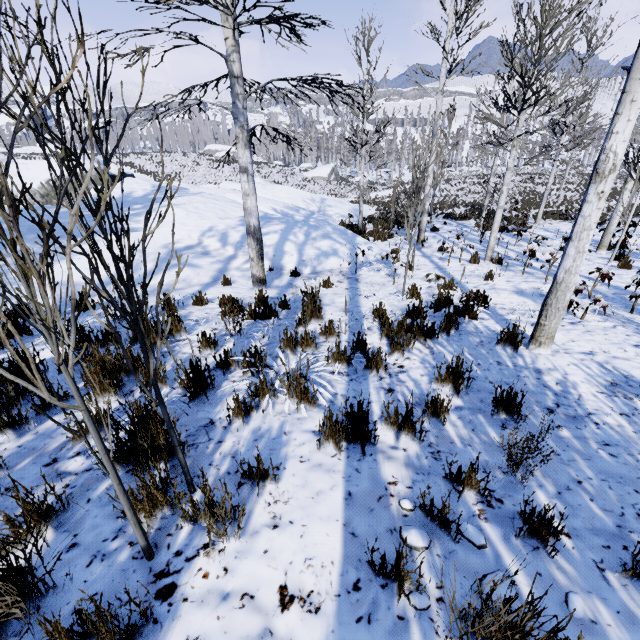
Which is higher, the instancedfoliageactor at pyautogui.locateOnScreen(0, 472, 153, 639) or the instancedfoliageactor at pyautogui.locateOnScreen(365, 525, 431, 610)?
the instancedfoliageactor at pyautogui.locateOnScreen(0, 472, 153, 639)

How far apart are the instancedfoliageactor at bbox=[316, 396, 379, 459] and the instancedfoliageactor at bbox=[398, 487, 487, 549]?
0.4m

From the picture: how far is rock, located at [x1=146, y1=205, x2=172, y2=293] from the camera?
7.0 meters

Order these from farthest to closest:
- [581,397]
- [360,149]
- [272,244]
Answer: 1. [360,149]
2. [272,244]
3. [581,397]

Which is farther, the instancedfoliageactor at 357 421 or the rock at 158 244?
the rock at 158 244

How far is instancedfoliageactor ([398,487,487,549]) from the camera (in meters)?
1.80

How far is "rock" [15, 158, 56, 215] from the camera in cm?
1734
